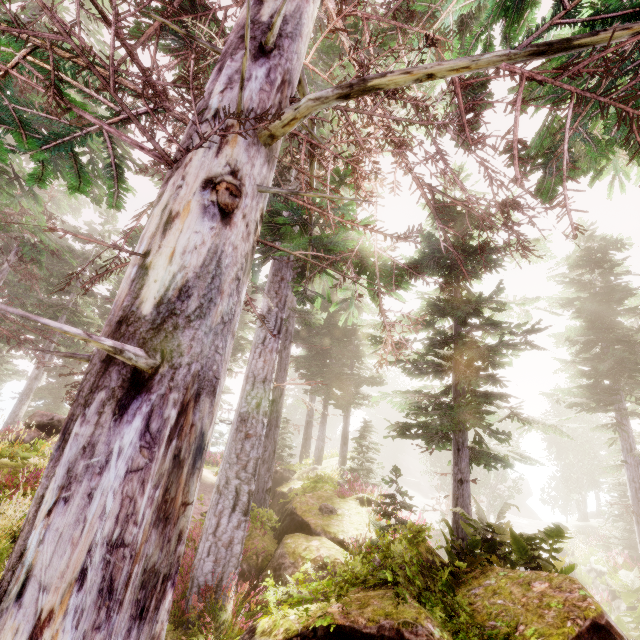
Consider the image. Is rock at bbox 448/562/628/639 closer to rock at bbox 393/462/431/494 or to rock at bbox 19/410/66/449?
rock at bbox 19/410/66/449

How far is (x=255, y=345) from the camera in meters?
7.4

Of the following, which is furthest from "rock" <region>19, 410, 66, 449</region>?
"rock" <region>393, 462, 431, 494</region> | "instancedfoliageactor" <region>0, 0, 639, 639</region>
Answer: "rock" <region>393, 462, 431, 494</region>

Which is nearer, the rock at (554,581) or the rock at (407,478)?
the rock at (554,581)

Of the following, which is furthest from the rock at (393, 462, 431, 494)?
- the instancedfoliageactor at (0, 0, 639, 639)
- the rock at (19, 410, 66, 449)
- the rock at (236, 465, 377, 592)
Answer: the rock at (19, 410, 66, 449)

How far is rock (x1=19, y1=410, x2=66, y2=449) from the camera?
12.0m

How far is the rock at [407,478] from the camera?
46.4m
